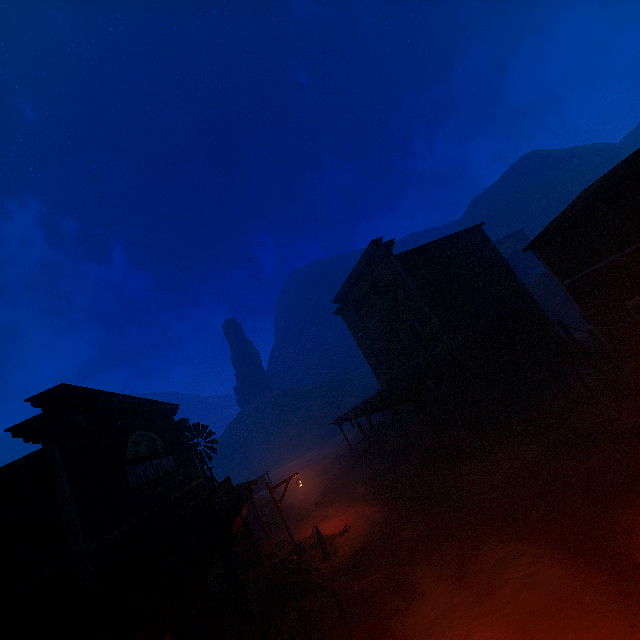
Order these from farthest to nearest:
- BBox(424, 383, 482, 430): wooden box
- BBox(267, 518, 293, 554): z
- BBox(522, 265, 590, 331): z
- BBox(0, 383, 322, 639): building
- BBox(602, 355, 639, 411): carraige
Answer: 1. BBox(522, 265, 590, 331): z
2. BBox(424, 383, 482, 430): wooden box
3. BBox(267, 518, 293, 554): z
4. BBox(602, 355, 639, 411): carraige
5. BBox(0, 383, 322, 639): building

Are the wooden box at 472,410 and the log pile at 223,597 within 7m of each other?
no

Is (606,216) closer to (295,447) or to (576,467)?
(576,467)

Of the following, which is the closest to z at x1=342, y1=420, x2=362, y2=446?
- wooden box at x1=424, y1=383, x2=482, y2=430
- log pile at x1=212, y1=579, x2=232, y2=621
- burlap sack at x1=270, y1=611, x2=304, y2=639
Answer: burlap sack at x1=270, y1=611, x2=304, y2=639

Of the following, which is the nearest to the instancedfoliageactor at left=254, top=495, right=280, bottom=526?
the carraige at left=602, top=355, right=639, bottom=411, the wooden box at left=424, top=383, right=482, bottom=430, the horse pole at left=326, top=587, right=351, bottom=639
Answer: the wooden box at left=424, top=383, right=482, bottom=430

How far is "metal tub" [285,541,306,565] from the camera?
13.5 meters

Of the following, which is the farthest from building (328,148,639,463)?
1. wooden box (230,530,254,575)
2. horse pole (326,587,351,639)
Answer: horse pole (326,587,351,639)

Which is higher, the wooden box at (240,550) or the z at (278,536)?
the wooden box at (240,550)
